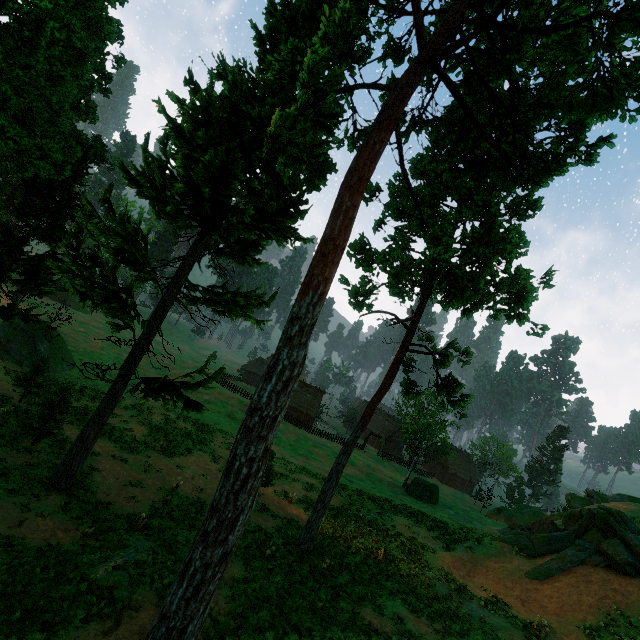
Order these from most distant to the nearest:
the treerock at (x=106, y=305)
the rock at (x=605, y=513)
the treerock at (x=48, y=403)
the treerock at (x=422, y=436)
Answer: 1. the treerock at (x=422, y=436)
2. the rock at (x=605, y=513)
3. the treerock at (x=48, y=403)
4. the treerock at (x=106, y=305)

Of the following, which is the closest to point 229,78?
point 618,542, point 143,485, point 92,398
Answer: point 143,485

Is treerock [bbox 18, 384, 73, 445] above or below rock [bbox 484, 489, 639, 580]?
below

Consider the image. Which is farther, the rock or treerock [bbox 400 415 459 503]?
treerock [bbox 400 415 459 503]

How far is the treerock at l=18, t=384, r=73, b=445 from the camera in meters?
17.2 m

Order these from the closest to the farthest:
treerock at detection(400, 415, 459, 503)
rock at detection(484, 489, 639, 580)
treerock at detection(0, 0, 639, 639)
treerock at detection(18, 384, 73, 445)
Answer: treerock at detection(0, 0, 639, 639)
treerock at detection(18, 384, 73, 445)
rock at detection(484, 489, 639, 580)
treerock at detection(400, 415, 459, 503)

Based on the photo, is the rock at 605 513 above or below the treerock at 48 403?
above
